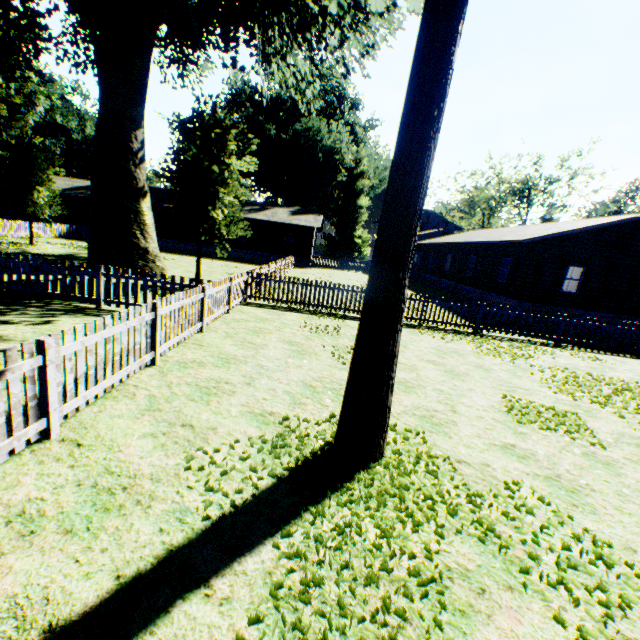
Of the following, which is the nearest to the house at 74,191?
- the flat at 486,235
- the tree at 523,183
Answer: the flat at 486,235

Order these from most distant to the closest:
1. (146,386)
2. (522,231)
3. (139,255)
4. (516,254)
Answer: (522,231), (516,254), (139,255), (146,386)

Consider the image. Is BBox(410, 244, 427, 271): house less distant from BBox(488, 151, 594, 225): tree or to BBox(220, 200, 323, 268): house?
BBox(220, 200, 323, 268): house

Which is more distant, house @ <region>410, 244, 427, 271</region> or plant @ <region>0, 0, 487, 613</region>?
house @ <region>410, 244, 427, 271</region>

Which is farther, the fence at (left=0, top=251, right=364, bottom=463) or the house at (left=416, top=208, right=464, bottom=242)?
the house at (left=416, top=208, right=464, bottom=242)

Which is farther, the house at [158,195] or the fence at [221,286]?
the house at [158,195]

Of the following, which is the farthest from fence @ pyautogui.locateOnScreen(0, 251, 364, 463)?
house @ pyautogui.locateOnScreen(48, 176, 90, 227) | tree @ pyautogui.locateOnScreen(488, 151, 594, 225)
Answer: tree @ pyautogui.locateOnScreen(488, 151, 594, 225)

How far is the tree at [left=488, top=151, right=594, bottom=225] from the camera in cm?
4869
